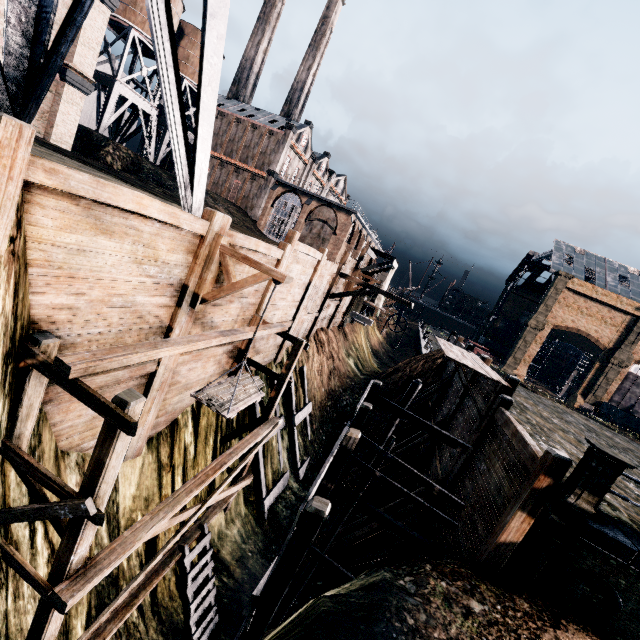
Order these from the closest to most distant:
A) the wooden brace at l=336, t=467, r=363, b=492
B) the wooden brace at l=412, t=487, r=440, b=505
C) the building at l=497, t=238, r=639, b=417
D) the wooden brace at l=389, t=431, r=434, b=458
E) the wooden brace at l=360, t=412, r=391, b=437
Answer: the wooden brace at l=412, t=487, r=440, b=505 → the wooden brace at l=389, t=431, r=434, b=458 → the wooden brace at l=336, t=467, r=363, b=492 → the wooden brace at l=360, t=412, r=391, b=437 → the building at l=497, t=238, r=639, b=417

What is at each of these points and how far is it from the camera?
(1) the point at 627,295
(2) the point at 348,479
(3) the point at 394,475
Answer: (1) building, 49.9m
(2) wooden brace, 19.2m
(3) wooden brace, 18.4m

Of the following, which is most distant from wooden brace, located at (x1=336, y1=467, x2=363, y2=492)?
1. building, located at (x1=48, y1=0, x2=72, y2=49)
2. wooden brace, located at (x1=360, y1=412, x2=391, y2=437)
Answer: building, located at (x1=48, y1=0, x2=72, y2=49)

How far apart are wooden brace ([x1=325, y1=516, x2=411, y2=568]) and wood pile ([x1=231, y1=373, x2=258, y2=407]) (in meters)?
8.45

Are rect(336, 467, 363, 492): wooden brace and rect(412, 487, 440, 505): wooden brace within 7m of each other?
yes

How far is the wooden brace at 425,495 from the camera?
12.80m

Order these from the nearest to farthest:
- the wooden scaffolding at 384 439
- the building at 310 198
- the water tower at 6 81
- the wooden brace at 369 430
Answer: the wooden scaffolding at 384 439 < the water tower at 6 81 < the wooden brace at 369 430 < the building at 310 198

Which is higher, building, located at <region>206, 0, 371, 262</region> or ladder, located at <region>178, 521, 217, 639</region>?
building, located at <region>206, 0, 371, 262</region>
